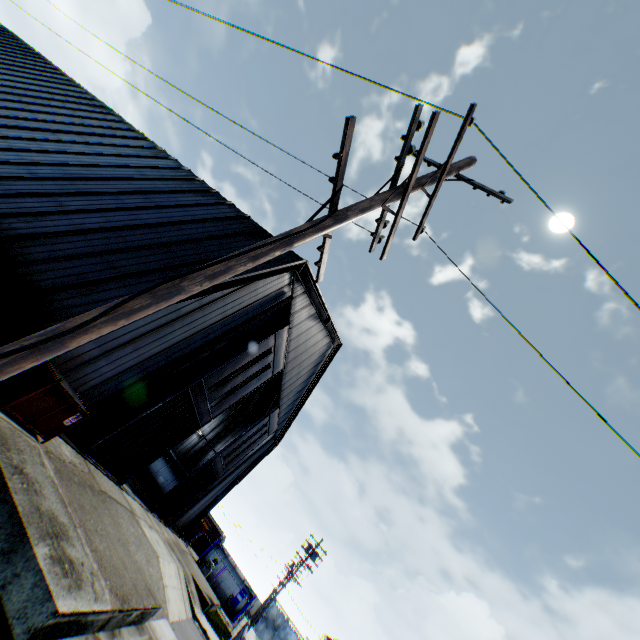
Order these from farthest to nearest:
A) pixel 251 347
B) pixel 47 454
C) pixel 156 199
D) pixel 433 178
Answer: pixel 251 347
pixel 156 199
pixel 47 454
pixel 433 178

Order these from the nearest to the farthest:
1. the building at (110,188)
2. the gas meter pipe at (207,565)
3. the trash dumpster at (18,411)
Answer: the trash dumpster at (18,411) < the building at (110,188) < the gas meter pipe at (207,565)

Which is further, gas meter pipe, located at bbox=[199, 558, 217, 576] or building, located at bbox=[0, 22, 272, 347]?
gas meter pipe, located at bbox=[199, 558, 217, 576]

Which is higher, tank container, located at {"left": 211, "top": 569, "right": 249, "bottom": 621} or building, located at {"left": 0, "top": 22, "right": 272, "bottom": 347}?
building, located at {"left": 0, "top": 22, "right": 272, "bottom": 347}

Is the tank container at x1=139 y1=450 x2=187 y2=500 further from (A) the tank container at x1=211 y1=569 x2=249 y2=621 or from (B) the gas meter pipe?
(A) the tank container at x1=211 y1=569 x2=249 y2=621

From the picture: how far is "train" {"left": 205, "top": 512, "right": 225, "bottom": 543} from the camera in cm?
4422

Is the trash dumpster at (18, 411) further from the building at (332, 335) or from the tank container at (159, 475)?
the tank container at (159, 475)

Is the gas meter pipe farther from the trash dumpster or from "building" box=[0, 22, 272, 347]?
the trash dumpster
